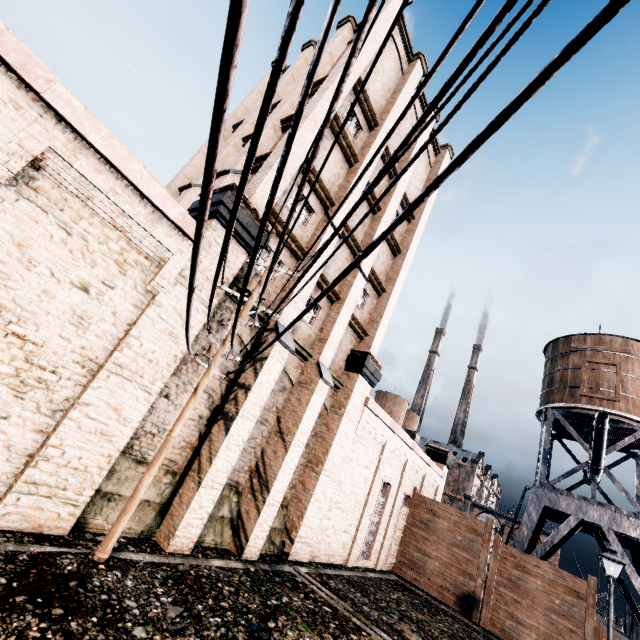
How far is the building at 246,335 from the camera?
12.10m

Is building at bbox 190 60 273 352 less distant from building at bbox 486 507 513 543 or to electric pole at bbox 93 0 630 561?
electric pole at bbox 93 0 630 561

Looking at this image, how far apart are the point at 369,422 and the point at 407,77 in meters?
21.3 m

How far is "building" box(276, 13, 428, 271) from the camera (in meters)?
14.66

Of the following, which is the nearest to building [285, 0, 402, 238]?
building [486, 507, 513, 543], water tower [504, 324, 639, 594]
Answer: water tower [504, 324, 639, 594]

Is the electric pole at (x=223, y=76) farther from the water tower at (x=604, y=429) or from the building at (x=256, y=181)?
the water tower at (x=604, y=429)
